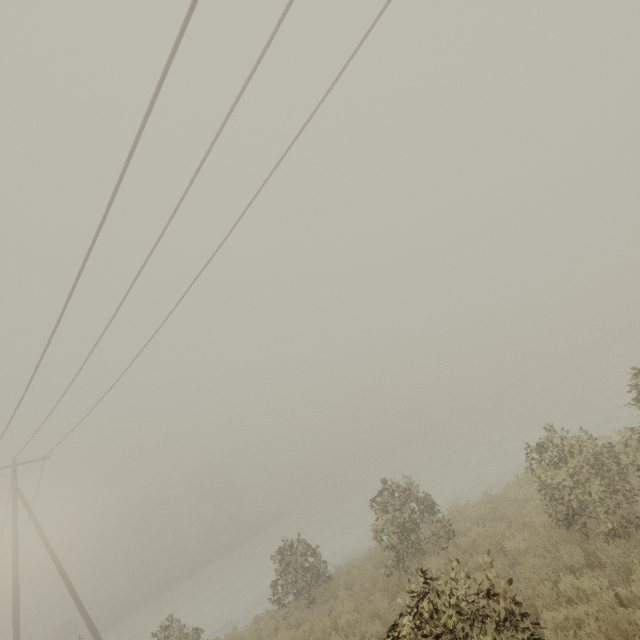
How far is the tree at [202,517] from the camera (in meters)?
51.53

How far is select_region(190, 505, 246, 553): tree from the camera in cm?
5153

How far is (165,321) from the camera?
10.09m
